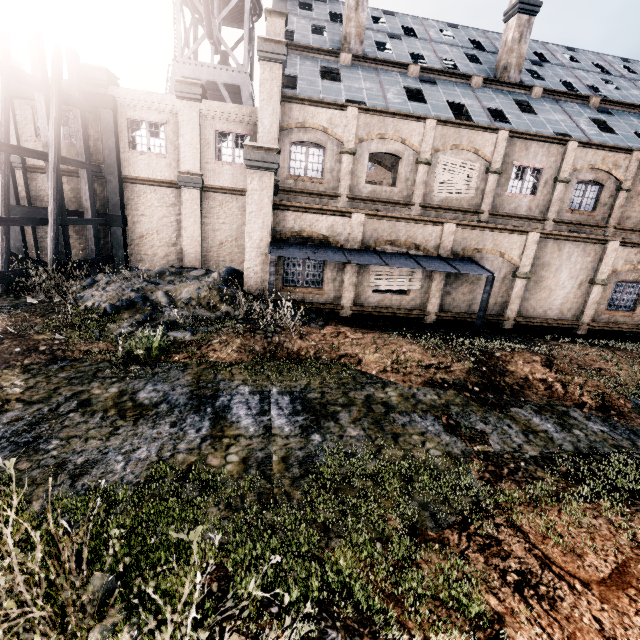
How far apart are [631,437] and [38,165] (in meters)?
28.13

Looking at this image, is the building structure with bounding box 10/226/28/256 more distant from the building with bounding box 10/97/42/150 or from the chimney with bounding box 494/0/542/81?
the chimney with bounding box 494/0/542/81

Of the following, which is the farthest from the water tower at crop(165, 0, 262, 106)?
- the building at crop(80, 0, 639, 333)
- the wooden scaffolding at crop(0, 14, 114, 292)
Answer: the wooden scaffolding at crop(0, 14, 114, 292)

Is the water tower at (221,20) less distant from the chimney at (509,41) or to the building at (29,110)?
the building at (29,110)

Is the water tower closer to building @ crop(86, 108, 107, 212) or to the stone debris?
building @ crop(86, 108, 107, 212)

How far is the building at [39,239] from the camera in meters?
18.7 m

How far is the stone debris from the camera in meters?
10.8 m

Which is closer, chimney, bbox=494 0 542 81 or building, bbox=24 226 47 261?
building, bbox=24 226 47 261
